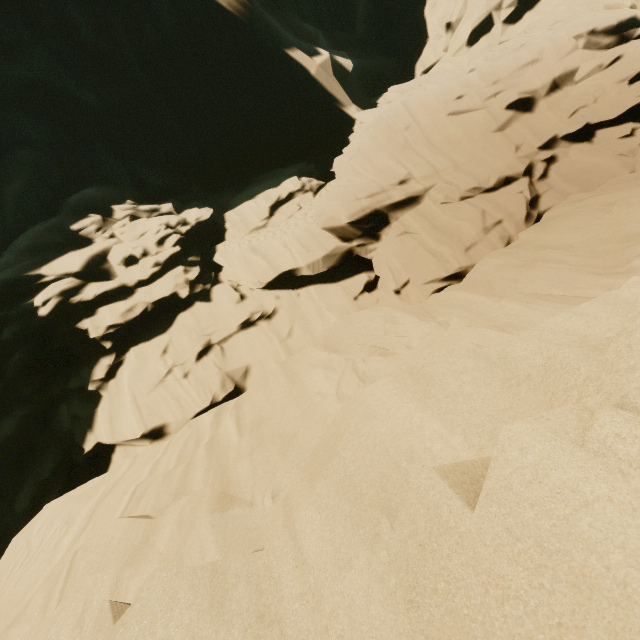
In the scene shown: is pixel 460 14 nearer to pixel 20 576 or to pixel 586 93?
pixel 586 93
